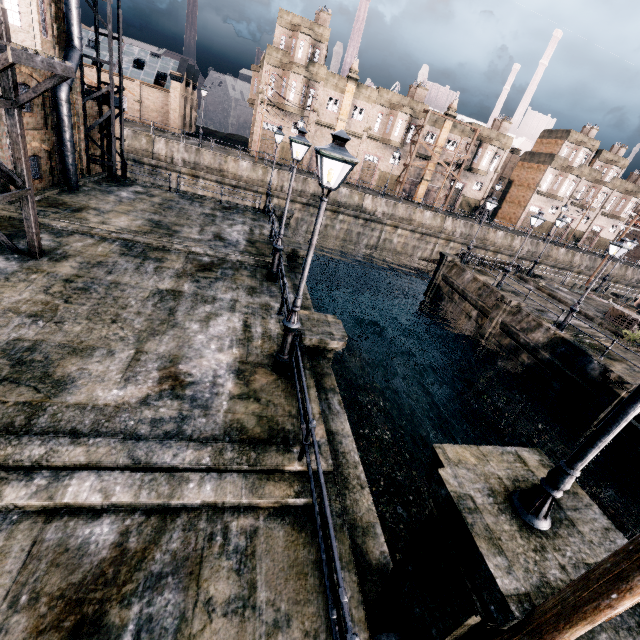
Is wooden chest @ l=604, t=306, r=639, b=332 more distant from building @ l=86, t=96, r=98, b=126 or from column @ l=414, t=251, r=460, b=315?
building @ l=86, t=96, r=98, b=126

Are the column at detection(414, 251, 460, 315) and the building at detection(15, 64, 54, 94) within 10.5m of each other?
no

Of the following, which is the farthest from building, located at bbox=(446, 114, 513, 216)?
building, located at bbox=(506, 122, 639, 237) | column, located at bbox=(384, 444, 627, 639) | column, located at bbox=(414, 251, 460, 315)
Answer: column, located at bbox=(384, 444, 627, 639)

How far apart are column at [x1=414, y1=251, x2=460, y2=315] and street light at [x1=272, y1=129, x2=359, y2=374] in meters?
24.5 m

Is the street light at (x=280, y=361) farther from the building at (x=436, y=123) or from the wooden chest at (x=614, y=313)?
the building at (x=436, y=123)

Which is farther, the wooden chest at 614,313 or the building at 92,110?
the wooden chest at 614,313

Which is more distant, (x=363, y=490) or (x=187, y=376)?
(x=187, y=376)

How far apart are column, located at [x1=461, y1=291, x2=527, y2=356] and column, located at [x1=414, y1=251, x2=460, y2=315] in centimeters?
694cm
